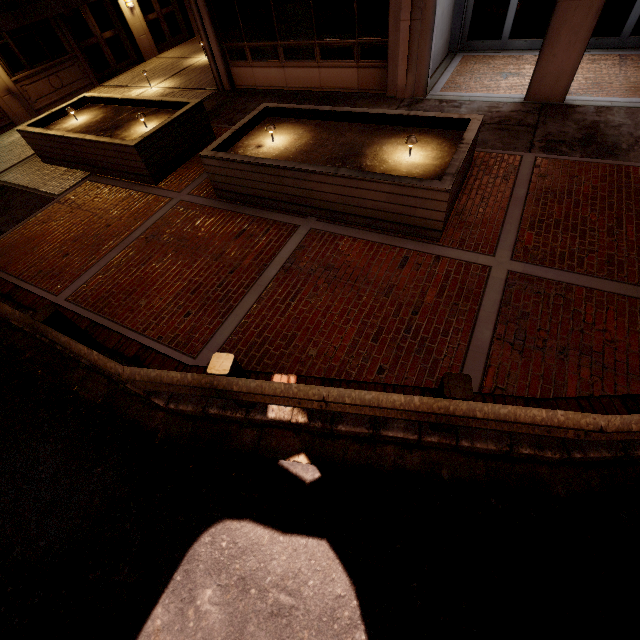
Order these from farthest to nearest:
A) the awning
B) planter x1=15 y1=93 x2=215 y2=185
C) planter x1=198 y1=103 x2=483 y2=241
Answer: the awning < planter x1=15 y1=93 x2=215 y2=185 < planter x1=198 y1=103 x2=483 y2=241

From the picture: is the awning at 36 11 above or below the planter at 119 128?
above

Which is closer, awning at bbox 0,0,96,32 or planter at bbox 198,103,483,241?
planter at bbox 198,103,483,241

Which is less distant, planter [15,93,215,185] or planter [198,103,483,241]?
planter [198,103,483,241]

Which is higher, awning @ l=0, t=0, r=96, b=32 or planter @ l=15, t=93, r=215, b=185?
awning @ l=0, t=0, r=96, b=32

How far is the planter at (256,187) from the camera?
5.27m

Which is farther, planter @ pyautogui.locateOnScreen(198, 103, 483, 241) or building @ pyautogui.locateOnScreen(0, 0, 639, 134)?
building @ pyautogui.locateOnScreen(0, 0, 639, 134)

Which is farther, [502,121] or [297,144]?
[502,121]
